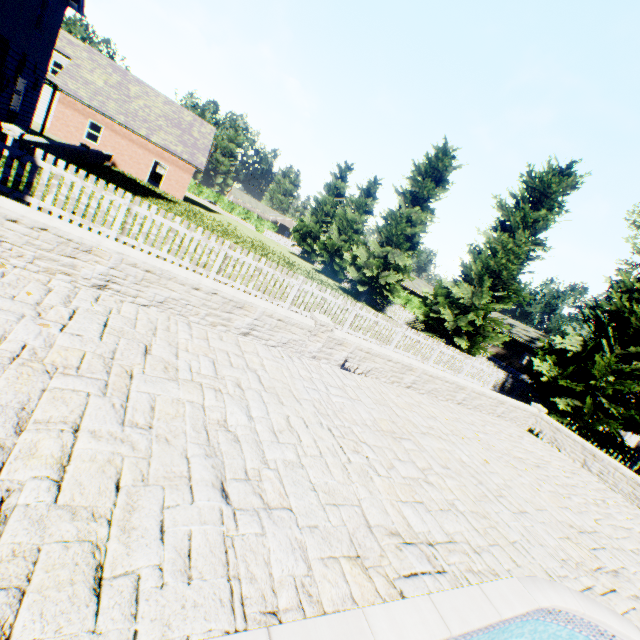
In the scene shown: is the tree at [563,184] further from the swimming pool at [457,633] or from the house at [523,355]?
the house at [523,355]

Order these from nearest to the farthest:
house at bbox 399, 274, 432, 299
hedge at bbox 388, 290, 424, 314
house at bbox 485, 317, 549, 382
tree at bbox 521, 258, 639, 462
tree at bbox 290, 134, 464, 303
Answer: tree at bbox 521, 258, 639, 462, tree at bbox 290, 134, 464, 303, house at bbox 485, 317, 549, 382, hedge at bbox 388, 290, 424, 314, house at bbox 399, 274, 432, 299

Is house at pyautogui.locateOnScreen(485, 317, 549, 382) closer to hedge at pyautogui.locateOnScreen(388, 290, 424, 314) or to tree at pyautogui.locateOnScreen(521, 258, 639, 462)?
hedge at pyautogui.locateOnScreen(388, 290, 424, 314)

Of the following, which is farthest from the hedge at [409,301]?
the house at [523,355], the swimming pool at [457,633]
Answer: the swimming pool at [457,633]

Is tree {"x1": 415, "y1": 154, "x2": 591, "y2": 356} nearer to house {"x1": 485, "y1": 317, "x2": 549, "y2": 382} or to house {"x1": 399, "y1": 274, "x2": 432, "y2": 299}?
house {"x1": 399, "y1": 274, "x2": 432, "y2": 299}

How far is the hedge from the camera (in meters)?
45.06

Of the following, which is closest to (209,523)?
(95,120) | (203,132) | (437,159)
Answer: (437,159)

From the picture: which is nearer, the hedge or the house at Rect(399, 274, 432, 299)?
the hedge
